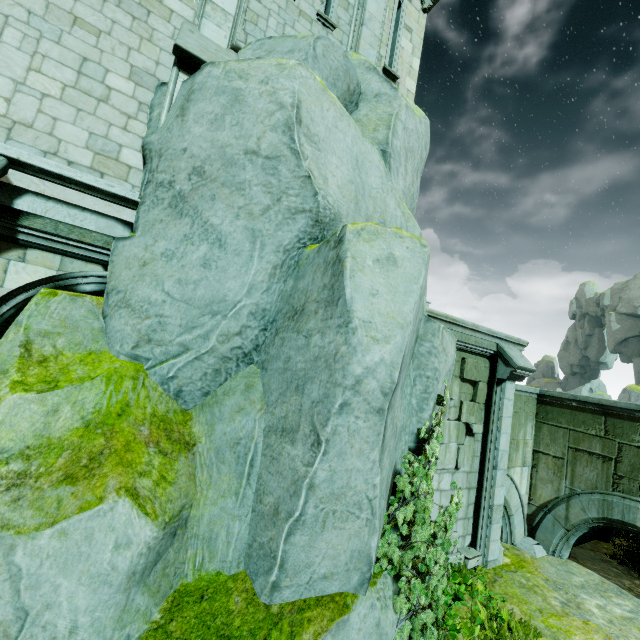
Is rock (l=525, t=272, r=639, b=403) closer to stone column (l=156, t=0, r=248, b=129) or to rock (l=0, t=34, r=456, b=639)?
rock (l=0, t=34, r=456, b=639)

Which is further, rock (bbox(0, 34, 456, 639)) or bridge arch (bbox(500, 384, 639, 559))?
bridge arch (bbox(500, 384, 639, 559))

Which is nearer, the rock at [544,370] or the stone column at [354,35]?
the stone column at [354,35]

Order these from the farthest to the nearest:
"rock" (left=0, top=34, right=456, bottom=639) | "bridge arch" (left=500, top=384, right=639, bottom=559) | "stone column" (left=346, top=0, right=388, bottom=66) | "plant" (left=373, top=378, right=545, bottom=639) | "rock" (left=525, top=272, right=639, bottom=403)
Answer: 1. "rock" (left=525, top=272, right=639, bottom=403)
2. "bridge arch" (left=500, top=384, right=639, bottom=559)
3. "stone column" (left=346, top=0, right=388, bottom=66)
4. "plant" (left=373, top=378, right=545, bottom=639)
5. "rock" (left=0, top=34, right=456, bottom=639)

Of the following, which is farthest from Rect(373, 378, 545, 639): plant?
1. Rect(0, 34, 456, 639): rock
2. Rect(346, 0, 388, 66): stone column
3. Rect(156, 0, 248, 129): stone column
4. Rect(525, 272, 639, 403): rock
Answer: Rect(525, 272, 639, 403): rock

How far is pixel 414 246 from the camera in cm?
380

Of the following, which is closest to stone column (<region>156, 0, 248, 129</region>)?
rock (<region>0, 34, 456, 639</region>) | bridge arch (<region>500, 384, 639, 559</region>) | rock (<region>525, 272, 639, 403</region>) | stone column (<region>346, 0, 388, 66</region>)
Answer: rock (<region>0, 34, 456, 639</region>)

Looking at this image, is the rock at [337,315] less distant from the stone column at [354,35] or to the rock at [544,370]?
the stone column at [354,35]
